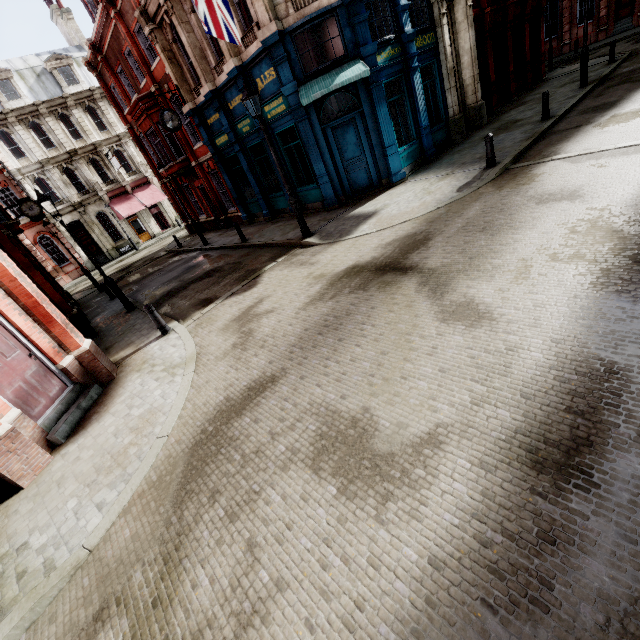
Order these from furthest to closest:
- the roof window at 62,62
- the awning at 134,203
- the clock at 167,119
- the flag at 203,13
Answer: the awning at 134,203 < the roof window at 62,62 < the clock at 167,119 < the flag at 203,13

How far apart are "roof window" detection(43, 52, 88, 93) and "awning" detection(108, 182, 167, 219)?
9.1 meters

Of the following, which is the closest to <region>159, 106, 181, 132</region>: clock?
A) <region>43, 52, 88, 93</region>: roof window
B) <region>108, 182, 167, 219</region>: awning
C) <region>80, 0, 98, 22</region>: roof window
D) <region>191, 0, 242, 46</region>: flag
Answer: <region>191, 0, 242, 46</region>: flag

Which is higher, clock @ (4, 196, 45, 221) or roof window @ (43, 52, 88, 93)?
roof window @ (43, 52, 88, 93)

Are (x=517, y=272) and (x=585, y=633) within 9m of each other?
yes

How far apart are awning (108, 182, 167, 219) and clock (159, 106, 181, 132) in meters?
19.7 m

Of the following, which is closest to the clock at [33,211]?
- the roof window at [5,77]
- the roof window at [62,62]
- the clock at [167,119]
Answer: the roof window at [5,77]

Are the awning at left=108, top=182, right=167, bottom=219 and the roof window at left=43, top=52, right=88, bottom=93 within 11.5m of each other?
yes
